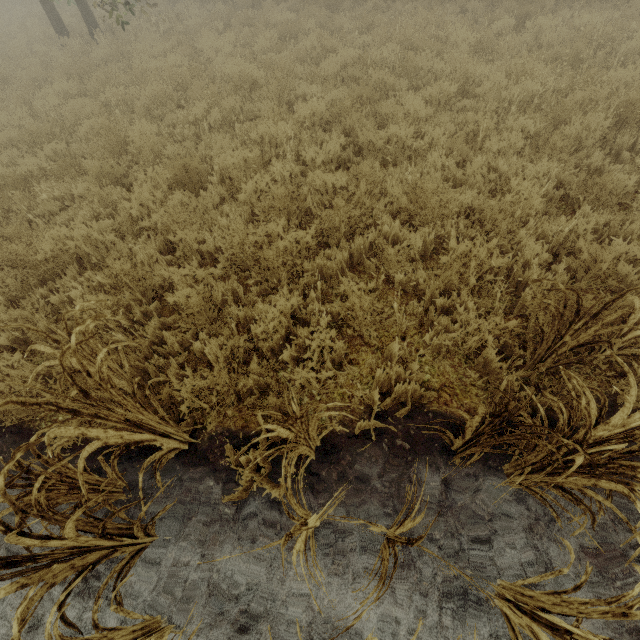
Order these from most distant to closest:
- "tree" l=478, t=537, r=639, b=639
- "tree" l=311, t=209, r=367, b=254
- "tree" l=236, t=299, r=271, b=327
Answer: "tree" l=311, t=209, r=367, b=254
"tree" l=236, t=299, r=271, b=327
"tree" l=478, t=537, r=639, b=639

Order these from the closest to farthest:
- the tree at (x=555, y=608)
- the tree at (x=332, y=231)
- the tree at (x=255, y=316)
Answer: the tree at (x=555, y=608), the tree at (x=255, y=316), the tree at (x=332, y=231)

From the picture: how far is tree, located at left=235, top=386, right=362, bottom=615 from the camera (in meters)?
1.79

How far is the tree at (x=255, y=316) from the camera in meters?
3.4 m

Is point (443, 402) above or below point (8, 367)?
below

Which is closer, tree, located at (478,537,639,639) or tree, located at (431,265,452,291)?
tree, located at (478,537,639,639)
